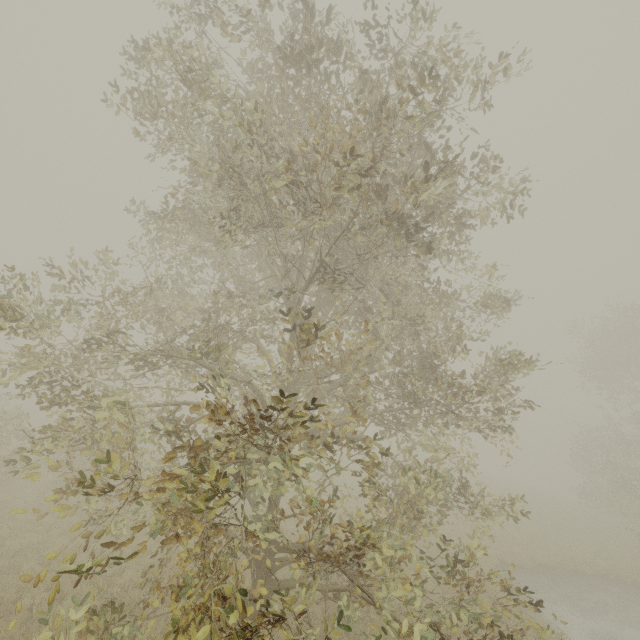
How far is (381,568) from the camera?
4.7m
